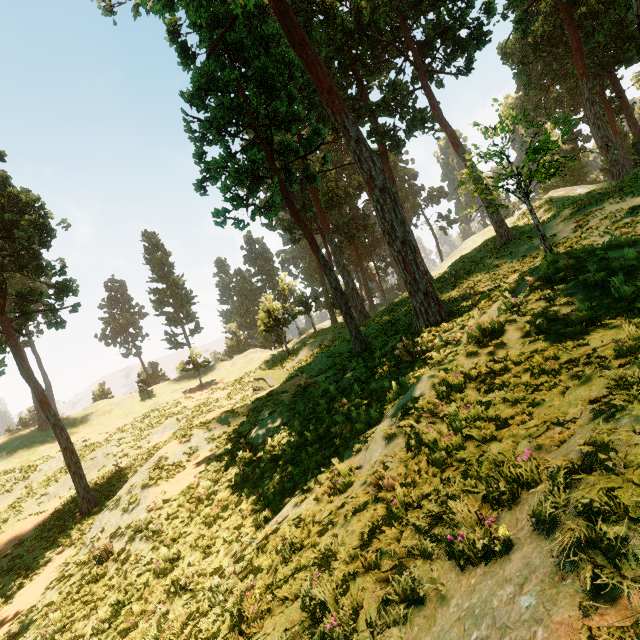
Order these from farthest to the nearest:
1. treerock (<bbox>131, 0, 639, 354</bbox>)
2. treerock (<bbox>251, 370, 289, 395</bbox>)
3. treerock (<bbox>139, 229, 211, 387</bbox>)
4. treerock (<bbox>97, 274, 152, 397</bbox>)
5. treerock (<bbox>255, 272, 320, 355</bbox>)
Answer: treerock (<bbox>97, 274, 152, 397</bbox>), treerock (<bbox>139, 229, 211, 387</bbox>), treerock (<bbox>255, 272, 320, 355</bbox>), treerock (<bbox>251, 370, 289, 395</bbox>), treerock (<bbox>131, 0, 639, 354</bbox>)

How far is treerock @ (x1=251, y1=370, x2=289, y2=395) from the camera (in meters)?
23.62

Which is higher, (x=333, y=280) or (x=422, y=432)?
(x=333, y=280)

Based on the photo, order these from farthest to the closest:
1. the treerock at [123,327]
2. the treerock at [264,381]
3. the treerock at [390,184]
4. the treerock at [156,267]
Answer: the treerock at [123,327] < the treerock at [156,267] < the treerock at [264,381] < the treerock at [390,184]

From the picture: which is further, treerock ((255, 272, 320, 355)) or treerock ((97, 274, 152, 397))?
treerock ((97, 274, 152, 397))

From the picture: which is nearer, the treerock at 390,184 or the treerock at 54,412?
the treerock at 390,184
